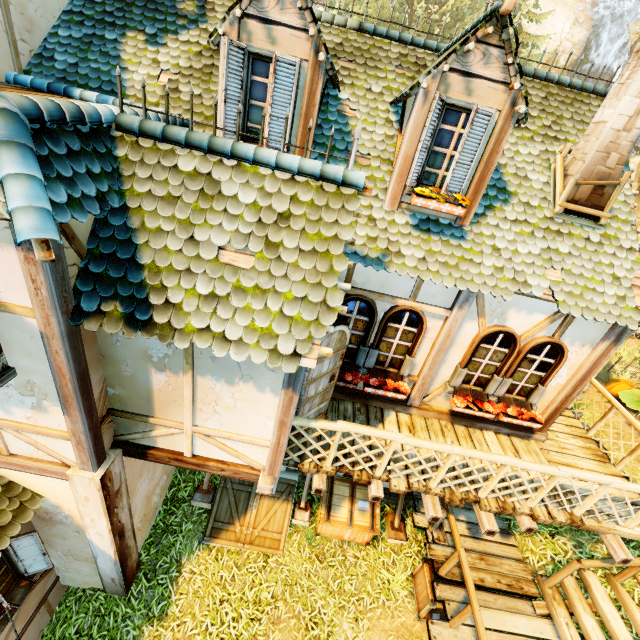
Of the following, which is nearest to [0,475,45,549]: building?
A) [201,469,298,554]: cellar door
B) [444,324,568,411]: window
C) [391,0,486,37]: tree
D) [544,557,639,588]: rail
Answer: [444,324,568,411]: window

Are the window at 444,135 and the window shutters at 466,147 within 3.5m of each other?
yes

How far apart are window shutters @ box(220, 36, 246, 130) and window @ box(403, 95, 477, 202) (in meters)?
2.67

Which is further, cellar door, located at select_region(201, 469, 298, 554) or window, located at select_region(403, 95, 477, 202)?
cellar door, located at select_region(201, 469, 298, 554)

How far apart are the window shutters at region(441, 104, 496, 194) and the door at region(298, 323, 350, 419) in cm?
254

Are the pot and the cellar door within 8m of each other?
yes

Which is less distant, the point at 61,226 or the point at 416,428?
the point at 61,226

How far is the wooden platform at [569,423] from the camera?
6.23m
